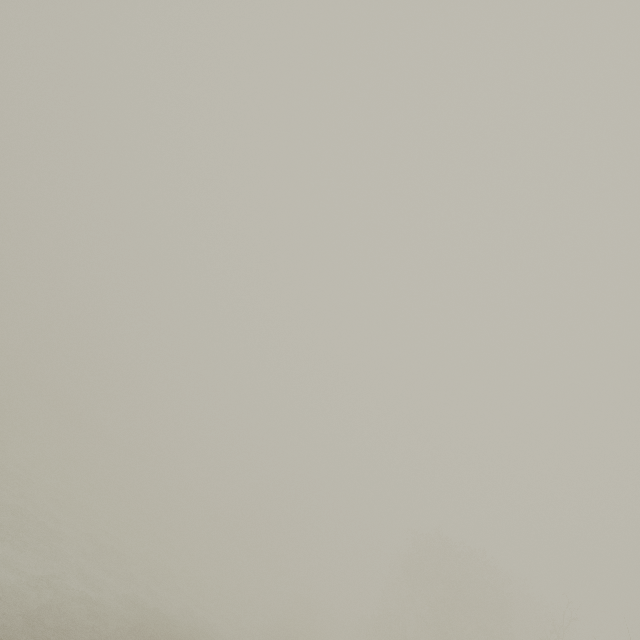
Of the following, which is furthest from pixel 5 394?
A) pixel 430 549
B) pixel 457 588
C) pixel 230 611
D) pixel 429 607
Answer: pixel 429 607
